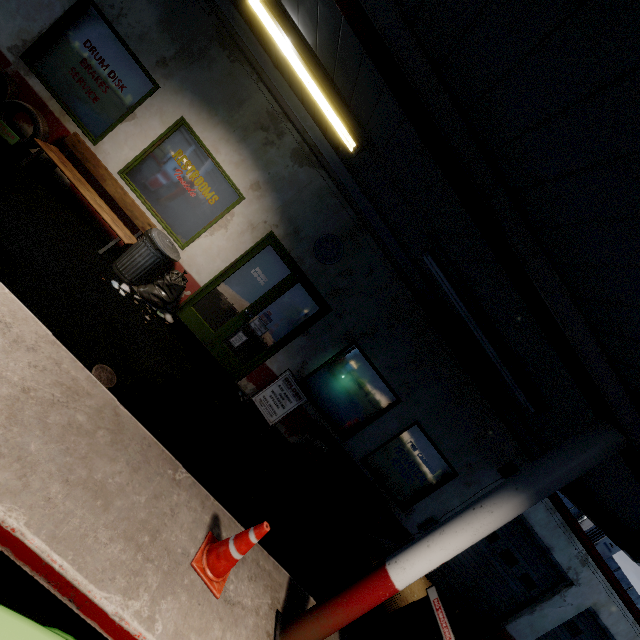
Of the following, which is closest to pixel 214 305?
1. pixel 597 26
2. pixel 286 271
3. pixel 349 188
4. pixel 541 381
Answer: pixel 286 271

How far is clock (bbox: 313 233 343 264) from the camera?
6.2 meters

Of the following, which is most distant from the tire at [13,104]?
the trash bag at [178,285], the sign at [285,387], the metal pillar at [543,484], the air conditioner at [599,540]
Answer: the air conditioner at [599,540]

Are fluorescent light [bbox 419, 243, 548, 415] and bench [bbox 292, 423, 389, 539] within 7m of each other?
yes

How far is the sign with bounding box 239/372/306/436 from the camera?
6.3 meters

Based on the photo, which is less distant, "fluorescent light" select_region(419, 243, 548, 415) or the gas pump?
the gas pump

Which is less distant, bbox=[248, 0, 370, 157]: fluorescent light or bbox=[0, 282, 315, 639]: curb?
bbox=[0, 282, 315, 639]: curb

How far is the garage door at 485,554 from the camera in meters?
9.0
